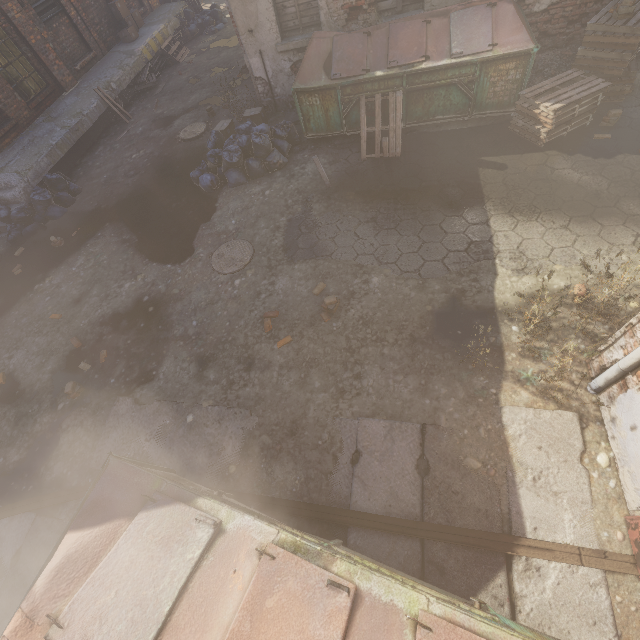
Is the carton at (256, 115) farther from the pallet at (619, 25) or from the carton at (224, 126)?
the pallet at (619, 25)

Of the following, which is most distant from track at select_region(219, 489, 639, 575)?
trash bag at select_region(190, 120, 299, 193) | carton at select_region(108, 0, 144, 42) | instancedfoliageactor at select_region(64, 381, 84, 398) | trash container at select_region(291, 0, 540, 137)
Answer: carton at select_region(108, 0, 144, 42)

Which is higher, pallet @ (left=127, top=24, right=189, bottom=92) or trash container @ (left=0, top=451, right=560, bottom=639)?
trash container @ (left=0, top=451, right=560, bottom=639)

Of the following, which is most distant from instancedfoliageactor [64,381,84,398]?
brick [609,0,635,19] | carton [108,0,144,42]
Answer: carton [108,0,144,42]

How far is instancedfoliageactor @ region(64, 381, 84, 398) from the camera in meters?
5.2

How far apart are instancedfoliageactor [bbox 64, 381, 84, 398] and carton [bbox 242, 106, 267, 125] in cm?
742

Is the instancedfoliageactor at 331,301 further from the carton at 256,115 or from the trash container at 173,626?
the carton at 256,115

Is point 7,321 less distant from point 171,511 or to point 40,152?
point 40,152
